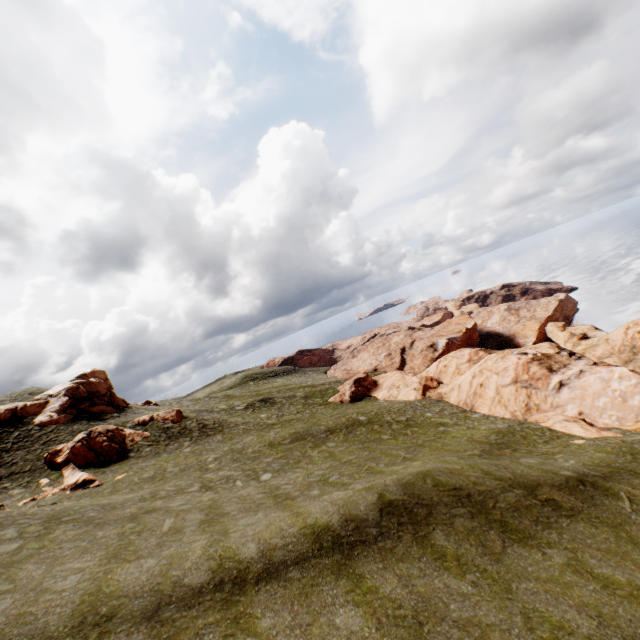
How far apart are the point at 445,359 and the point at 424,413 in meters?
18.4 m

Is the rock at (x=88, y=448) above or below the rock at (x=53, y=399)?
below

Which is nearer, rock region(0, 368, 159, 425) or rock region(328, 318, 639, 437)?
rock region(328, 318, 639, 437)

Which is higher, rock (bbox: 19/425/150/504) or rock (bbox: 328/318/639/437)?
rock (bbox: 19/425/150/504)

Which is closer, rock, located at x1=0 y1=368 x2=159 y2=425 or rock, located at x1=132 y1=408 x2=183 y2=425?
rock, located at x1=0 y1=368 x2=159 y2=425

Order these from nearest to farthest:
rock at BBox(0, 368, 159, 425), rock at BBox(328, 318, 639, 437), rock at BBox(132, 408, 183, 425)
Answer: rock at BBox(328, 318, 639, 437) → rock at BBox(0, 368, 159, 425) → rock at BBox(132, 408, 183, 425)

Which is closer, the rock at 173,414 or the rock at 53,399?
the rock at 53,399
